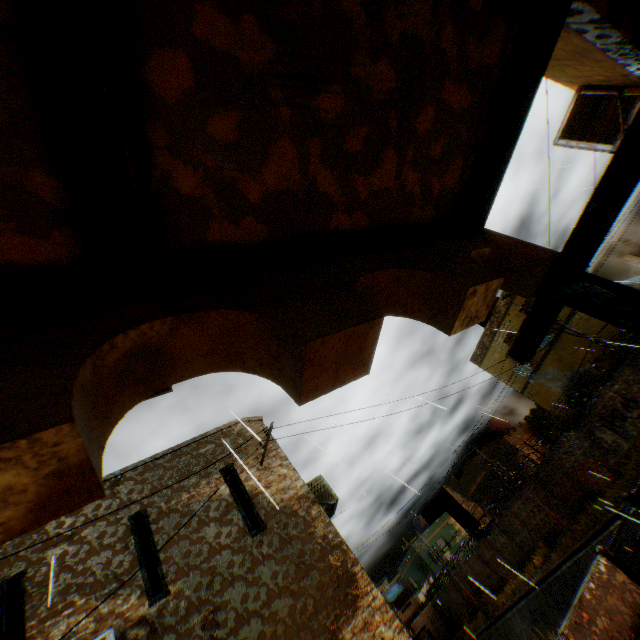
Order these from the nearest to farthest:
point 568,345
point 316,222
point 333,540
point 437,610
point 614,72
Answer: point 316,222, point 614,72, point 333,540, point 568,345, point 437,610

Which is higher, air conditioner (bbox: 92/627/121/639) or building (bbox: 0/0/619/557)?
air conditioner (bbox: 92/627/121/639)

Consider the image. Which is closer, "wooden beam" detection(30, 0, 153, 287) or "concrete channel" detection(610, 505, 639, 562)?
"wooden beam" detection(30, 0, 153, 287)

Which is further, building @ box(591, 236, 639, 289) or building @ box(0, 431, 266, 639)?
building @ box(591, 236, 639, 289)

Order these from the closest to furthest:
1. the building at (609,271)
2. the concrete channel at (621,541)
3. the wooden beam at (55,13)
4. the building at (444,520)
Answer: the wooden beam at (55,13), the concrete channel at (621,541), the building at (609,271), the building at (444,520)

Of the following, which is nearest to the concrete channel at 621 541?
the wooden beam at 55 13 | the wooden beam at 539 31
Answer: the wooden beam at 539 31

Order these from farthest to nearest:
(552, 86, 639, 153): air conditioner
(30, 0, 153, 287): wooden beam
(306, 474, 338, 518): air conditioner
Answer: (306, 474, 338, 518): air conditioner
(552, 86, 639, 153): air conditioner
(30, 0, 153, 287): wooden beam

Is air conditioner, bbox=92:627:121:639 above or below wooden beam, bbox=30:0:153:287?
above
